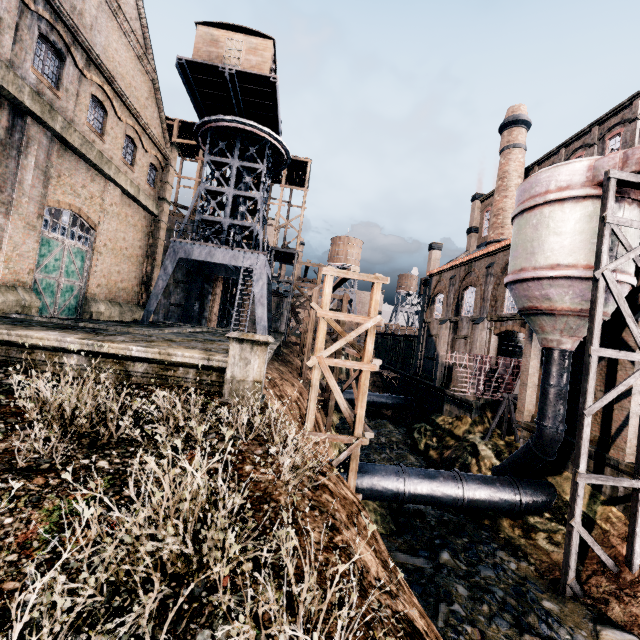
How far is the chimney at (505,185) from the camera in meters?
30.2 m

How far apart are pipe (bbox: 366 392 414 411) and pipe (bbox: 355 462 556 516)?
18.4 meters

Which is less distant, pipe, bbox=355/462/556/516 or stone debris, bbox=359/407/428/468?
pipe, bbox=355/462/556/516

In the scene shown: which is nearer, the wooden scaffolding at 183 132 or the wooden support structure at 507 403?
the wooden support structure at 507 403

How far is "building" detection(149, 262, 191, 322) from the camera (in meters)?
34.16

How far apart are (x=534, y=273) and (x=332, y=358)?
9.91m

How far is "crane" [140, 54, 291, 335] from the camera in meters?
22.7 m

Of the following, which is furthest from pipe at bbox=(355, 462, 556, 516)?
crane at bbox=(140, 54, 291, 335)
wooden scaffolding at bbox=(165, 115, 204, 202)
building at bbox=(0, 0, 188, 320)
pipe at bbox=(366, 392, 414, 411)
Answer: wooden scaffolding at bbox=(165, 115, 204, 202)
